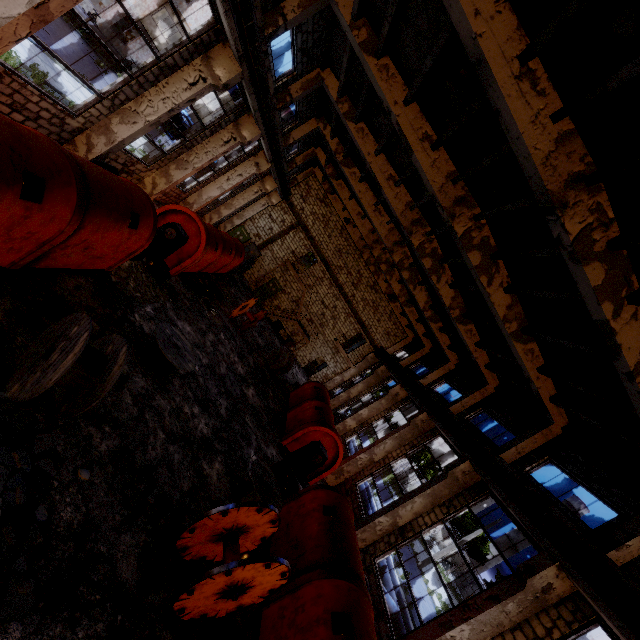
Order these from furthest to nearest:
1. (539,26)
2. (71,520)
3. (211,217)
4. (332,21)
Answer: (211,217) < (332,21) < (539,26) < (71,520)

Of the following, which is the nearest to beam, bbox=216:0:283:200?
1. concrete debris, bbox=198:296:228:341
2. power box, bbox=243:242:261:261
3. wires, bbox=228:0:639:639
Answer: wires, bbox=228:0:639:639

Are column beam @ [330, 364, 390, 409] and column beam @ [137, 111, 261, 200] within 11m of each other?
no

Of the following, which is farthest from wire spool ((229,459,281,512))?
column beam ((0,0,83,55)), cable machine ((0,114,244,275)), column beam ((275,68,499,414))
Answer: column beam ((275,68,499,414))

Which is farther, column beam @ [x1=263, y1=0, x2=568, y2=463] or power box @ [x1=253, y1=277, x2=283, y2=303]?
power box @ [x1=253, y1=277, x2=283, y2=303]

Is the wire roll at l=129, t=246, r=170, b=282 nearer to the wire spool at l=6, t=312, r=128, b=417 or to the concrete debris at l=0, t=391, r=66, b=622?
the wire spool at l=6, t=312, r=128, b=417

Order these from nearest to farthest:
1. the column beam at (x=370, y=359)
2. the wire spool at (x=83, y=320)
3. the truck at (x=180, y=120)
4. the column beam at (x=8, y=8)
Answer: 1. the wire spool at (x=83, y=320)
2. the column beam at (x=8, y=8)
3. the column beam at (x=370, y=359)
4. the truck at (x=180, y=120)

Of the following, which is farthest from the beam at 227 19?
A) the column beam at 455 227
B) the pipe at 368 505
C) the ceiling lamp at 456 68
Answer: the pipe at 368 505
